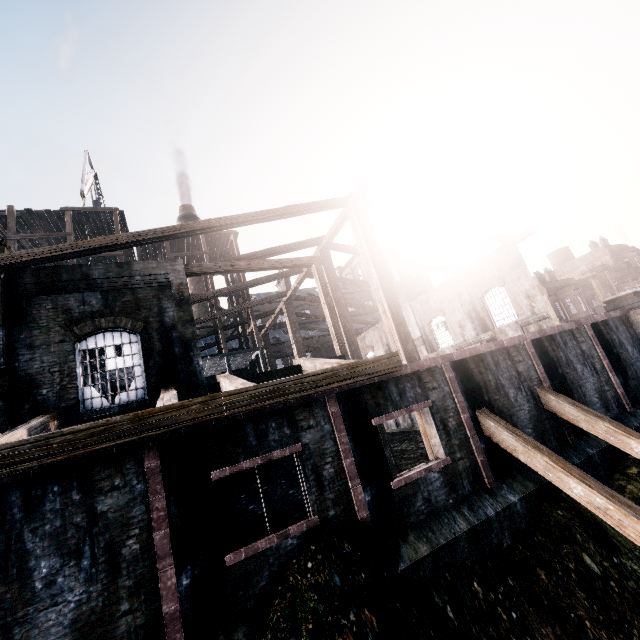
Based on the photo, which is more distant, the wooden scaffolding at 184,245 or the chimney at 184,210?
the chimney at 184,210

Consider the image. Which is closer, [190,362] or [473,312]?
[190,362]

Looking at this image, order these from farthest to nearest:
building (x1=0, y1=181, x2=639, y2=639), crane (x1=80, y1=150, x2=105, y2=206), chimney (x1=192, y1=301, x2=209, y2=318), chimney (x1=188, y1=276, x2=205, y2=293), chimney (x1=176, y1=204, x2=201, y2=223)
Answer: chimney (x1=176, y1=204, x2=201, y2=223) < chimney (x1=188, y1=276, x2=205, y2=293) < chimney (x1=192, y1=301, x2=209, y2=318) < crane (x1=80, y1=150, x2=105, y2=206) < building (x1=0, y1=181, x2=639, y2=639)

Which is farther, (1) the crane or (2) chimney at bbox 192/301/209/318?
(2) chimney at bbox 192/301/209/318

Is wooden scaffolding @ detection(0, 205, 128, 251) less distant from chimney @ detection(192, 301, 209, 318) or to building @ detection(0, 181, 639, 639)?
building @ detection(0, 181, 639, 639)

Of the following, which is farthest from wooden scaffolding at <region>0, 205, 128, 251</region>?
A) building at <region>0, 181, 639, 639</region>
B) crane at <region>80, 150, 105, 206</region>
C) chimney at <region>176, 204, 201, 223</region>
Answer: chimney at <region>176, 204, 201, 223</region>

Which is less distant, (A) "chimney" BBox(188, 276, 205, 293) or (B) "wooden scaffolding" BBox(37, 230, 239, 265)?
(B) "wooden scaffolding" BBox(37, 230, 239, 265)

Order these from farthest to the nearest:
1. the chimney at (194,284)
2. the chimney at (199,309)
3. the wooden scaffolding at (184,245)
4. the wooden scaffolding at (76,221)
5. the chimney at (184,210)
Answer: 1. the chimney at (184,210)
2. the chimney at (194,284)
3. the chimney at (199,309)
4. the wooden scaffolding at (184,245)
5. the wooden scaffolding at (76,221)
